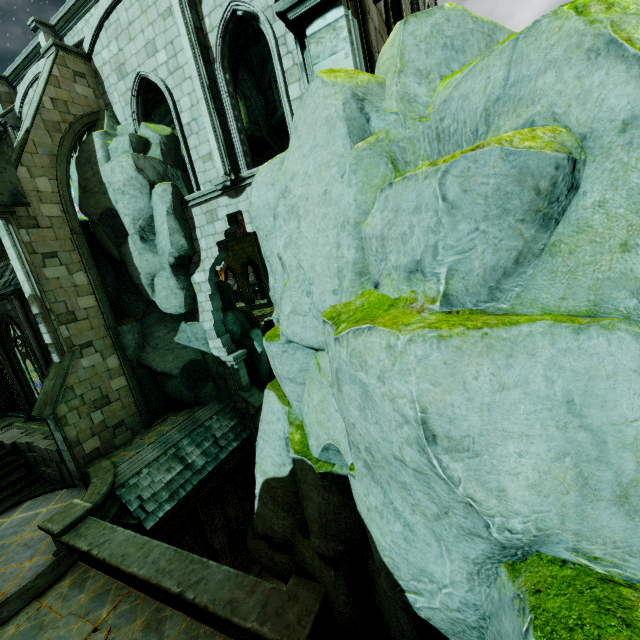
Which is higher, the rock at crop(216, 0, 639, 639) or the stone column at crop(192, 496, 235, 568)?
the rock at crop(216, 0, 639, 639)

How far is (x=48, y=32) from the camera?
16.9m

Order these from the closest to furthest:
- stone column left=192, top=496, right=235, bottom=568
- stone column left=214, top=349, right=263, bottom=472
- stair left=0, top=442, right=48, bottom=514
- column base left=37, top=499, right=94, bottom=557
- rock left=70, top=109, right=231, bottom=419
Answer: column base left=37, top=499, right=94, bottom=557 → stair left=0, top=442, right=48, bottom=514 → rock left=70, top=109, right=231, bottom=419 → stone column left=192, top=496, right=235, bottom=568 → stone column left=214, top=349, right=263, bottom=472

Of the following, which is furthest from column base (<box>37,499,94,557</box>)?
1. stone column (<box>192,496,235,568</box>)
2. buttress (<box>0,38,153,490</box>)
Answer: stone column (<box>192,496,235,568</box>)

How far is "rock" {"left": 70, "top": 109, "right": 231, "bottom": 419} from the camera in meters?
11.9

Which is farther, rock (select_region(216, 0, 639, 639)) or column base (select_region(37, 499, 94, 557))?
column base (select_region(37, 499, 94, 557))

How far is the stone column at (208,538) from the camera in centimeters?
1301cm

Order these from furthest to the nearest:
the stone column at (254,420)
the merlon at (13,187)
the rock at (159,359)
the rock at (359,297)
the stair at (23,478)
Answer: the stone column at (254,420), the rock at (159,359), the stair at (23,478), the merlon at (13,187), the rock at (359,297)
